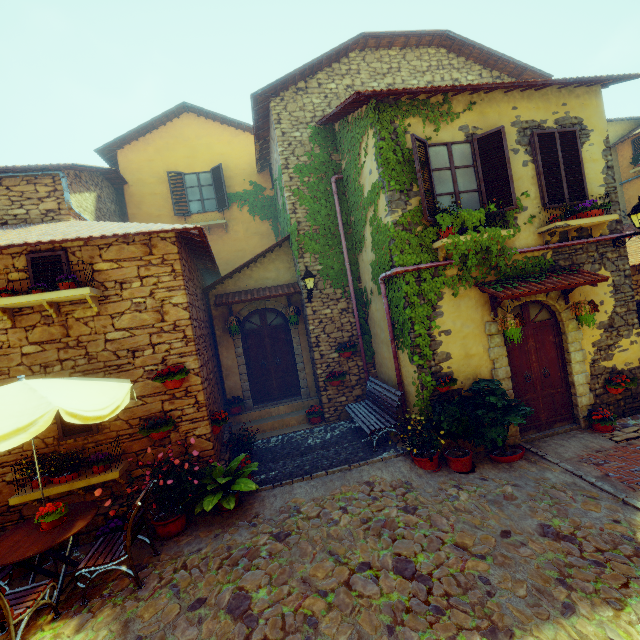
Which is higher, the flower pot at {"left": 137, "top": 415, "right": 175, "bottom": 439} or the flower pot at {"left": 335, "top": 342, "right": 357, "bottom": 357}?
the flower pot at {"left": 335, "top": 342, "right": 357, "bottom": 357}

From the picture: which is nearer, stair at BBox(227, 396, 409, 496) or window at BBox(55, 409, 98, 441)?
window at BBox(55, 409, 98, 441)

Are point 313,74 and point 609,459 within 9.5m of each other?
no

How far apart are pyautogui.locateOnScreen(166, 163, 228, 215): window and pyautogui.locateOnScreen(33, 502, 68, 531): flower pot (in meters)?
9.93

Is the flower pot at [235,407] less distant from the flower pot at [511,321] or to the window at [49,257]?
the window at [49,257]

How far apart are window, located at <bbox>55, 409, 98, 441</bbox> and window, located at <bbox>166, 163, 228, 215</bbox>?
8.2 meters

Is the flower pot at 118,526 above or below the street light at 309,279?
below

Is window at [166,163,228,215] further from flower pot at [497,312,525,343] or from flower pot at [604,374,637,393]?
flower pot at [604,374,637,393]
